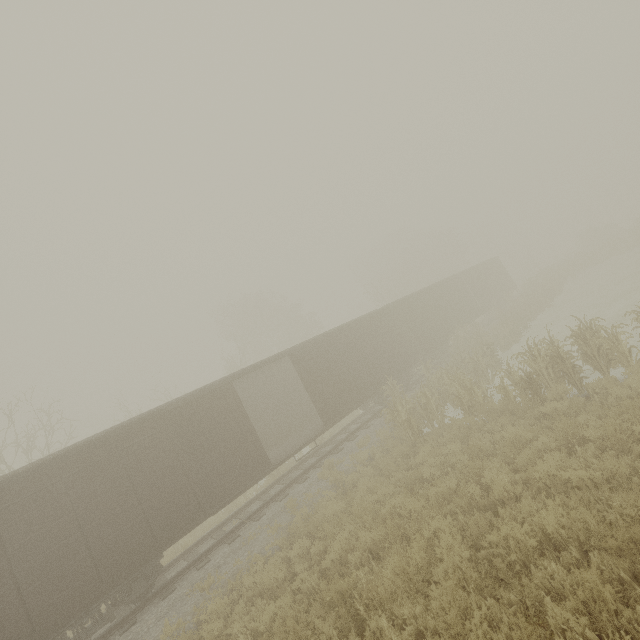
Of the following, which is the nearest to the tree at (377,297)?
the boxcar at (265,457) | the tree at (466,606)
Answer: the tree at (466,606)

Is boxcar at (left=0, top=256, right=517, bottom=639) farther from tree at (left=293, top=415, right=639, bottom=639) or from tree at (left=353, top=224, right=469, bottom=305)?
tree at (left=353, top=224, right=469, bottom=305)

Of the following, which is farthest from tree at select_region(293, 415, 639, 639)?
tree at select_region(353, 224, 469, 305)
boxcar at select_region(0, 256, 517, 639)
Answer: tree at select_region(353, 224, 469, 305)

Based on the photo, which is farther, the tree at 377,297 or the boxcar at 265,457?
the tree at 377,297

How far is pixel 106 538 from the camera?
8.4 meters

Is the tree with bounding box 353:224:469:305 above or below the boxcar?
above

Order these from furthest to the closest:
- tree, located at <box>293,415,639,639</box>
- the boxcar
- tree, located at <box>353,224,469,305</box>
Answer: tree, located at <box>353,224,469,305</box>, the boxcar, tree, located at <box>293,415,639,639</box>
